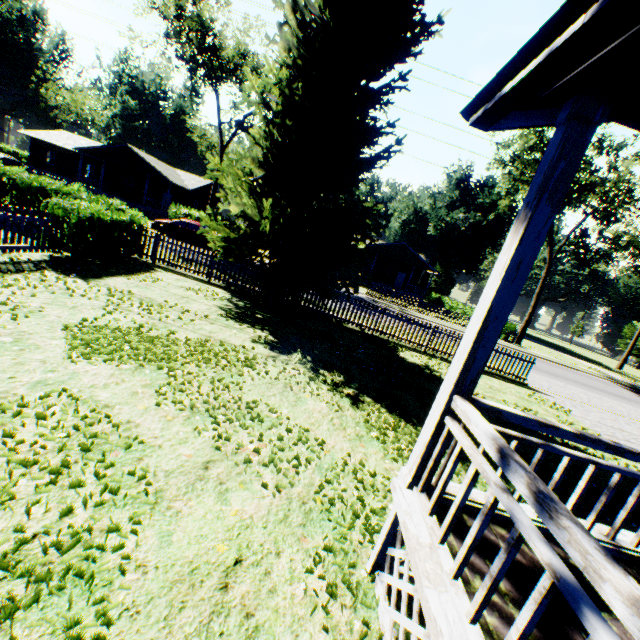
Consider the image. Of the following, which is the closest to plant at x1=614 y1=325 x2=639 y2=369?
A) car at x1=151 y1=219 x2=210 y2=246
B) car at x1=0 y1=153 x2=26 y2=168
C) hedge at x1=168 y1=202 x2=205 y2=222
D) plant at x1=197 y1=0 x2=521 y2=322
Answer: plant at x1=197 y1=0 x2=521 y2=322

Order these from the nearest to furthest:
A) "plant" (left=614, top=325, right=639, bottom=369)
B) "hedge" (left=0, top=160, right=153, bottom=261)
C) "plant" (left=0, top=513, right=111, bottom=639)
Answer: "plant" (left=0, top=513, right=111, bottom=639), "hedge" (left=0, top=160, right=153, bottom=261), "plant" (left=614, top=325, right=639, bottom=369)

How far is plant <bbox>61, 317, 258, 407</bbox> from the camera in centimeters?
528cm

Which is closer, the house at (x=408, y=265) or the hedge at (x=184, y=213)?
the hedge at (x=184, y=213)

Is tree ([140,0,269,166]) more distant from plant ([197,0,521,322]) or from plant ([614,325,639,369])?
plant ([614,325,639,369])

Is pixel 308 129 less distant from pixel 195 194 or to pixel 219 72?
pixel 219 72

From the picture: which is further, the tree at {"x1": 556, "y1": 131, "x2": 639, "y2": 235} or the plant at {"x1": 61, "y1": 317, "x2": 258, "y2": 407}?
the tree at {"x1": 556, "y1": 131, "x2": 639, "y2": 235}

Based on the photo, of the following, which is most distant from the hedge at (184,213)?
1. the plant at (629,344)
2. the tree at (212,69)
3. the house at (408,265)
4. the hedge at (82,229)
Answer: the plant at (629,344)
